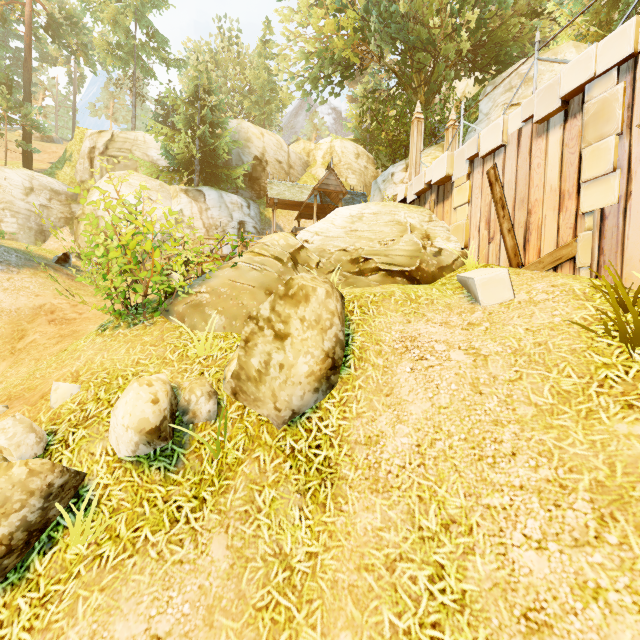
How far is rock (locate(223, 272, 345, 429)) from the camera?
4.13m

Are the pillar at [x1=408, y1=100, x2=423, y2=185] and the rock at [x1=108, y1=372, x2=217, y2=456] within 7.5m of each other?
no

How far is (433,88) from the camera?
19.4 meters

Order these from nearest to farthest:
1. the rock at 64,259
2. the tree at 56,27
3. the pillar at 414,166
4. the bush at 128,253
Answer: the bush at 128,253 < the pillar at 414,166 < the rock at 64,259 < the tree at 56,27

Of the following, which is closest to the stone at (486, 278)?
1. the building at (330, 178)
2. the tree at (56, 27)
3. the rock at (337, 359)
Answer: the rock at (337, 359)

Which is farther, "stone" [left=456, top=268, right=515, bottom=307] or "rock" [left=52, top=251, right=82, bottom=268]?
"rock" [left=52, top=251, right=82, bottom=268]

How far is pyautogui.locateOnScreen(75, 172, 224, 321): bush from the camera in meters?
5.5

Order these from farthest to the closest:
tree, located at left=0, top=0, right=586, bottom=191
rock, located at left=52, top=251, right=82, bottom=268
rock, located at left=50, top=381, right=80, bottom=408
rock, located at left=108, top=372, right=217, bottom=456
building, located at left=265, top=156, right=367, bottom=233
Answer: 1. building, located at left=265, top=156, right=367, bottom=233
2. tree, located at left=0, top=0, right=586, bottom=191
3. rock, located at left=52, top=251, right=82, bottom=268
4. rock, located at left=50, top=381, right=80, bottom=408
5. rock, located at left=108, top=372, right=217, bottom=456
